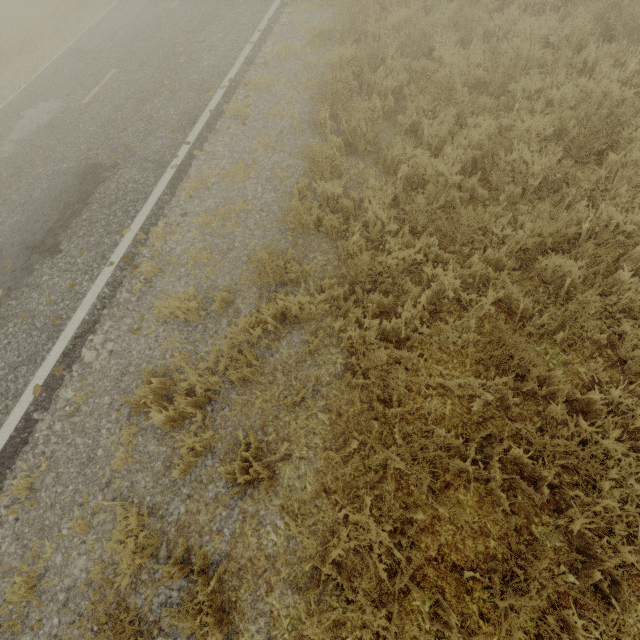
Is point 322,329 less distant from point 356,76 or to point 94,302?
point 94,302
